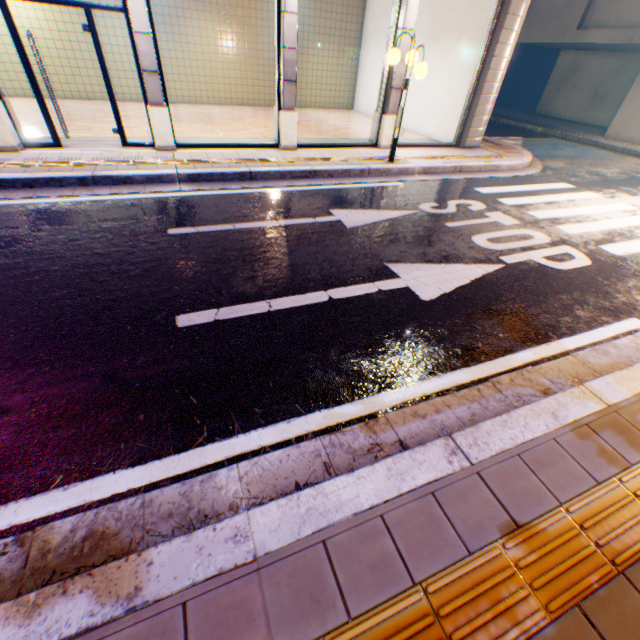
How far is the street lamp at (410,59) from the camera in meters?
6.5

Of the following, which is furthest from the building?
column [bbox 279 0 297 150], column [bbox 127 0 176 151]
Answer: column [bbox 127 0 176 151]

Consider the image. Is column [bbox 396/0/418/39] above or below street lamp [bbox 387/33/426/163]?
above

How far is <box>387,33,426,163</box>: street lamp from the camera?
6.5 meters

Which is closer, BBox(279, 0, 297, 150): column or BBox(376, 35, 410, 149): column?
BBox(279, 0, 297, 150): column

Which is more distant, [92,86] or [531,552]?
[92,86]

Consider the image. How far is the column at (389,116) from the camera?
7.73m

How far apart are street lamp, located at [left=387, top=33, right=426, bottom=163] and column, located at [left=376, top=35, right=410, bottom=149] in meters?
0.9 m
